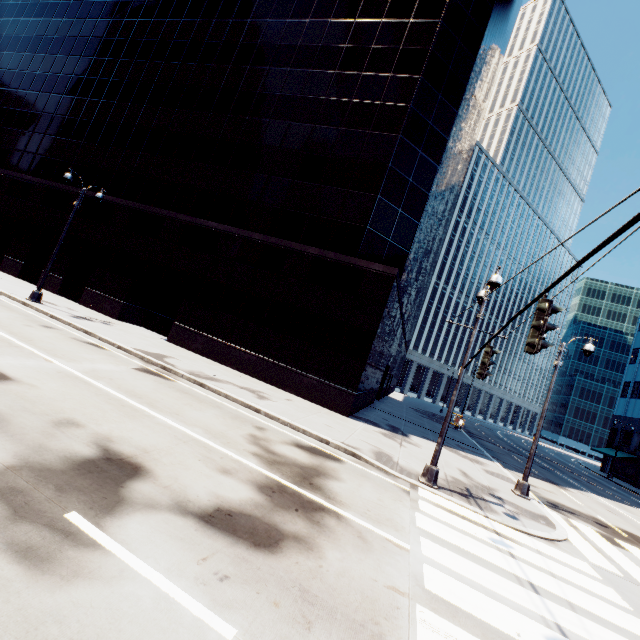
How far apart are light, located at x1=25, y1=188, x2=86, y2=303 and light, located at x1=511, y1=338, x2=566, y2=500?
25.6 meters

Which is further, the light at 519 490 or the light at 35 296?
the light at 35 296

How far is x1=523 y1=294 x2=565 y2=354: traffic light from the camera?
4.9 meters

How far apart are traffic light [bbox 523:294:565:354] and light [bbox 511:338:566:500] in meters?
11.6 m

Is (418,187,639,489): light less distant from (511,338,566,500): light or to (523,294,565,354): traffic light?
(523,294,565,354): traffic light

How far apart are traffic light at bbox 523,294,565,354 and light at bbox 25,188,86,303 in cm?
2254

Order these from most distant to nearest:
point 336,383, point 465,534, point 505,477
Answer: point 336,383, point 505,477, point 465,534

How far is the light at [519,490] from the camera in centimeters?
1366cm
